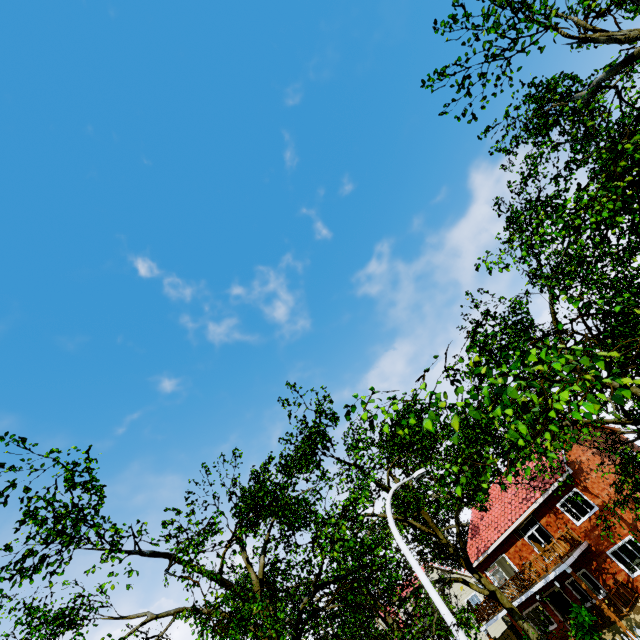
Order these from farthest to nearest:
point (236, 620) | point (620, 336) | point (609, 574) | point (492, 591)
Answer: point (609, 574)
point (492, 591)
point (620, 336)
point (236, 620)

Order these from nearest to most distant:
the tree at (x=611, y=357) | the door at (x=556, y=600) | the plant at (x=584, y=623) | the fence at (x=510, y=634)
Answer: the tree at (x=611, y=357), the plant at (x=584, y=623), the door at (x=556, y=600), the fence at (x=510, y=634)

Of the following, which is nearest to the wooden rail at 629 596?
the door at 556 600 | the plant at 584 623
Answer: the plant at 584 623

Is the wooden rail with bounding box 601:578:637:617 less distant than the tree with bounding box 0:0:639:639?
No

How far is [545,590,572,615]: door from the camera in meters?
21.5

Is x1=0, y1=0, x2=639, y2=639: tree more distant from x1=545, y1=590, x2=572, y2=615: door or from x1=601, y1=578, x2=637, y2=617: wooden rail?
x1=545, y1=590, x2=572, y2=615: door

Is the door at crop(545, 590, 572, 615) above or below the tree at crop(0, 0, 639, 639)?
below

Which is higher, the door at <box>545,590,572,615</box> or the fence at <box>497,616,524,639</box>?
the door at <box>545,590,572,615</box>
